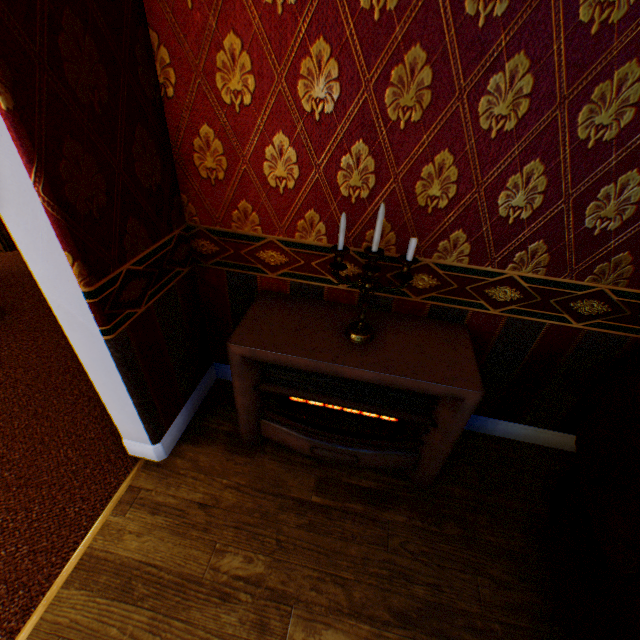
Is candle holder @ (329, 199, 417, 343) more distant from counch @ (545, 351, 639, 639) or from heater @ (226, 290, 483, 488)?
counch @ (545, 351, 639, 639)

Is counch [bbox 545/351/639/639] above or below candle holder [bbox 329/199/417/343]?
below

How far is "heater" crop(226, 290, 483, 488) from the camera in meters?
1.5

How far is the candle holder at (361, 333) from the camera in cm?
132

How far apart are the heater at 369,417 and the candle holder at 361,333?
0.0m

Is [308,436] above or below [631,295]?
below

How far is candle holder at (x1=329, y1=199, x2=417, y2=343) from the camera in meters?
1.3

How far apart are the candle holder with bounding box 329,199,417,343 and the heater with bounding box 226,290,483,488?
0.00m
